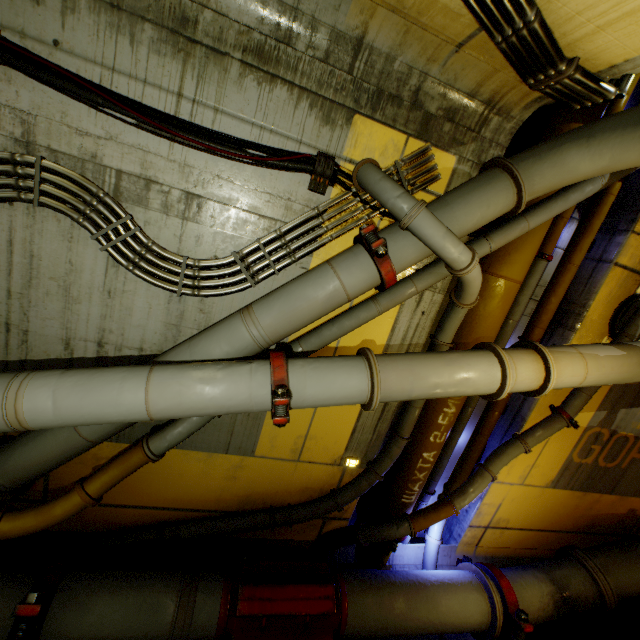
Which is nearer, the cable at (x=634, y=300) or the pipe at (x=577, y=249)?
the pipe at (x=577, y=249)

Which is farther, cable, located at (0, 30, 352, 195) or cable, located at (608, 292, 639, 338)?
cable, located at (608, 292, 639, 338)

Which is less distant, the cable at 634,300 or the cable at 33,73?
the cable at 33,73

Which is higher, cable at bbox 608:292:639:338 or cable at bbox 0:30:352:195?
cable at bbox 0:30:352:195

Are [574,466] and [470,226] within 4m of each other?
no

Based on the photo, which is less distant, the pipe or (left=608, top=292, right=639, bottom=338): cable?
the pipe

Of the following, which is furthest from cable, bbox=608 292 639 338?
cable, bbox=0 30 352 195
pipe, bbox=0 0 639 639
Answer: cable, bbox=0 30 352 195

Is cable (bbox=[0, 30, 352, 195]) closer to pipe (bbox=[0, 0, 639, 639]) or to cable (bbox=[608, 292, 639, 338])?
pipe (bbox=[0, 0, 639, 639])
